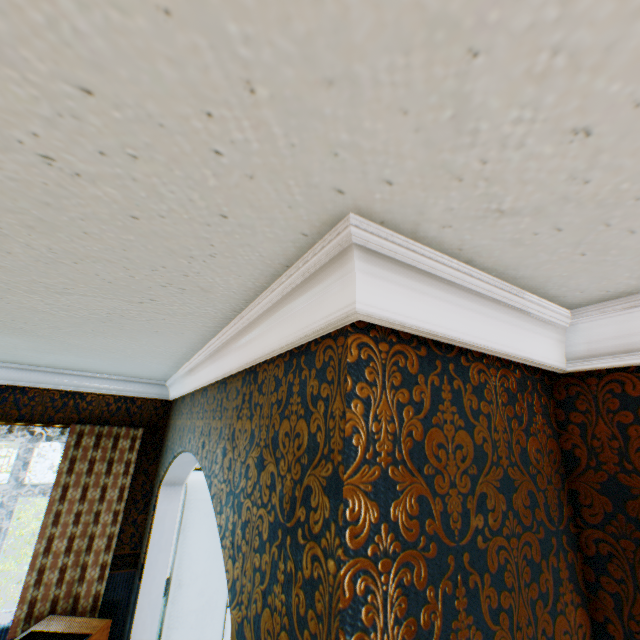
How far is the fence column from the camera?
15.06m

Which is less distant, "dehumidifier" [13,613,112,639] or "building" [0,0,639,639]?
"building" [0,0,639,639]

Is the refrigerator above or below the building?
below

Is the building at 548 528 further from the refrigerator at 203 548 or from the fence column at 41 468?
the fence column at 41 468

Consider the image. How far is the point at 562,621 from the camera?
1.0m

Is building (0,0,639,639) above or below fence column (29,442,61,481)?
above

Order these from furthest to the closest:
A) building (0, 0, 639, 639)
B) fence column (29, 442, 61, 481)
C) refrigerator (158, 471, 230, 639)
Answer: fence column (29, 442, 61, 481) < refrigerator (158, 471, 230, 639) < building (0, 0, 639, 639)

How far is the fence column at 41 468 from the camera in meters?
15.1 m
